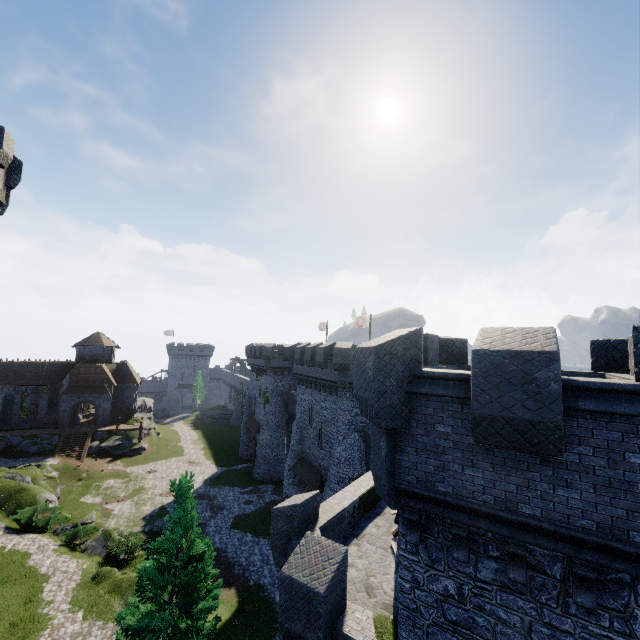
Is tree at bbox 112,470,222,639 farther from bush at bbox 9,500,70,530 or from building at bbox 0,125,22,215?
bush at bbox 9,500,70,530

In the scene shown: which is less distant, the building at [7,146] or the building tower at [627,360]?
the building tower at [627,360]

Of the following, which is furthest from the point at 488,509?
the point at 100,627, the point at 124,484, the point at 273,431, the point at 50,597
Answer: the point at 124,484

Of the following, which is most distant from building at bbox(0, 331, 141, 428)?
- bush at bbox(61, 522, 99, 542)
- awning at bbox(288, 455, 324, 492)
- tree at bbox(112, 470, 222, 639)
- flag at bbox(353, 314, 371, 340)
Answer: tree at bbox(112, 470, 222, 639)

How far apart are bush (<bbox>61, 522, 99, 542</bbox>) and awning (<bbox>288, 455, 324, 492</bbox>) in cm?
1544

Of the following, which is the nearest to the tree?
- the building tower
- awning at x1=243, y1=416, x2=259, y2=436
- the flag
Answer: the building tower

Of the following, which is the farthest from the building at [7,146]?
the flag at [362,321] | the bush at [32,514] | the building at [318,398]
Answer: the flag at [362,321]

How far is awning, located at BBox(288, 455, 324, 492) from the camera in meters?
26.6
